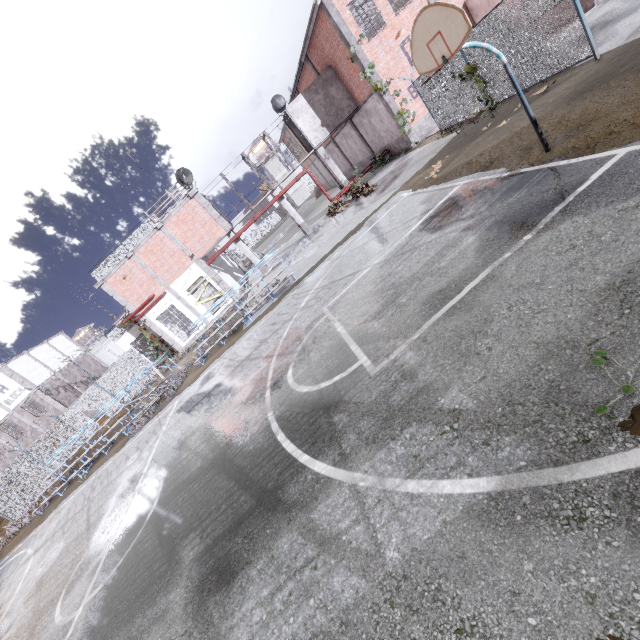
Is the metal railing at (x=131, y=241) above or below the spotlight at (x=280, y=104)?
below

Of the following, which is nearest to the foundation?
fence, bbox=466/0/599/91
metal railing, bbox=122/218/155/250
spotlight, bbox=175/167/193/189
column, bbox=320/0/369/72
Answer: column, bbox=320/0/369/72

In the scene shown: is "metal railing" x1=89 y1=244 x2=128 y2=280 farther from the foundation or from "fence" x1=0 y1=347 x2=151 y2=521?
the foundation

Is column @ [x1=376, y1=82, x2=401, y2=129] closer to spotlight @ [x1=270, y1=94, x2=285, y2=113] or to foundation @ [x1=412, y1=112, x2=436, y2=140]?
foundation @ [x1=412, y1=112, x2=436, y2=140]

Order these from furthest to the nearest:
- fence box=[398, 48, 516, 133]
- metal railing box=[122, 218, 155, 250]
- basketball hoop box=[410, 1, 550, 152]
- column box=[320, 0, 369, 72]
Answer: metal railing box=[122, 218, 155, 250], column box=[320, 0, 369, 72], fence box=[398, 48, 516, 133], basketball hoop box=[410, 1, 550, 152]

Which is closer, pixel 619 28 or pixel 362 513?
pixel 362 513

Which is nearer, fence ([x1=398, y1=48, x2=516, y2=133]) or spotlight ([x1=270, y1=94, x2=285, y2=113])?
fence ([x1=398, y1=48, x2=516, y2=133])

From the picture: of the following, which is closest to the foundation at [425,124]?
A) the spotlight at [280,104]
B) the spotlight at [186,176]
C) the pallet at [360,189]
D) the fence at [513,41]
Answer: the fence at [513,41]
